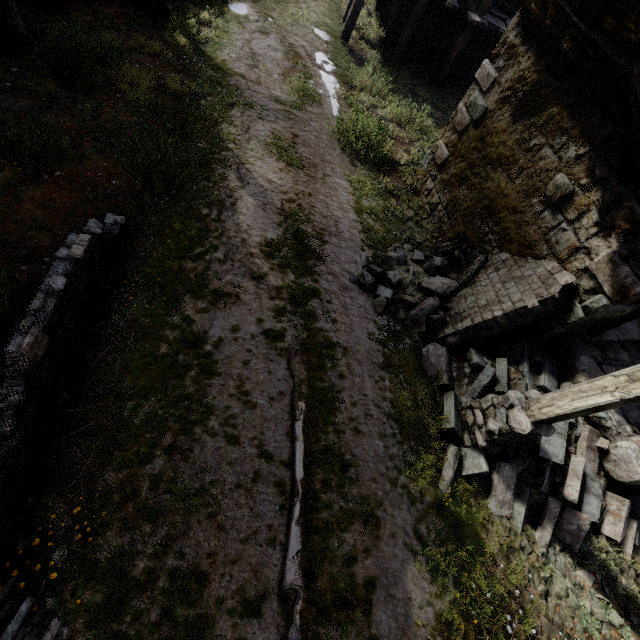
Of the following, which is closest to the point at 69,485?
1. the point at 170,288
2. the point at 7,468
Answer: the point at 7,468

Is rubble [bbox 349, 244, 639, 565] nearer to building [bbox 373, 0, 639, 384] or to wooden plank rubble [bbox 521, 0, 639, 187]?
building [bbox 373, 0, 639, 384]

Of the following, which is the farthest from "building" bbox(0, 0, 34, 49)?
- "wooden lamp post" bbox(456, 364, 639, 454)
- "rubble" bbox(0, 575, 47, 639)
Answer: "rubble" bbox(0, 575, 47, 639)

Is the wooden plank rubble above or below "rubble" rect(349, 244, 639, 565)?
above

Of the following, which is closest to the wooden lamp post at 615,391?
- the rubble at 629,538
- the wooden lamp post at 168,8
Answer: the rubble at 629,538

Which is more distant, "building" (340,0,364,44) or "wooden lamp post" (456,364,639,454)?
"building" (340,0,364,44)

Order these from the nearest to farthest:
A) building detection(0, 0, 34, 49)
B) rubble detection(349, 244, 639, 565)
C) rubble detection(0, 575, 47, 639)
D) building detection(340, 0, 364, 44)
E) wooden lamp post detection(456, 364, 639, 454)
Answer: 1. rubble detection(0, 575, 47, 639)
2. wooden lamp post detection(456, 364, 639, 454)
3. rubble detection(349, 244, 639, 565)
4. building detection(0, 0, 34, 49)
5. building detection(340, 0, 364, 44)

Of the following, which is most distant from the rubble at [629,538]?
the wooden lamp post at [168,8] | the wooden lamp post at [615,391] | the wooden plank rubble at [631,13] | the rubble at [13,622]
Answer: the wooden lamp post at [168,8]
